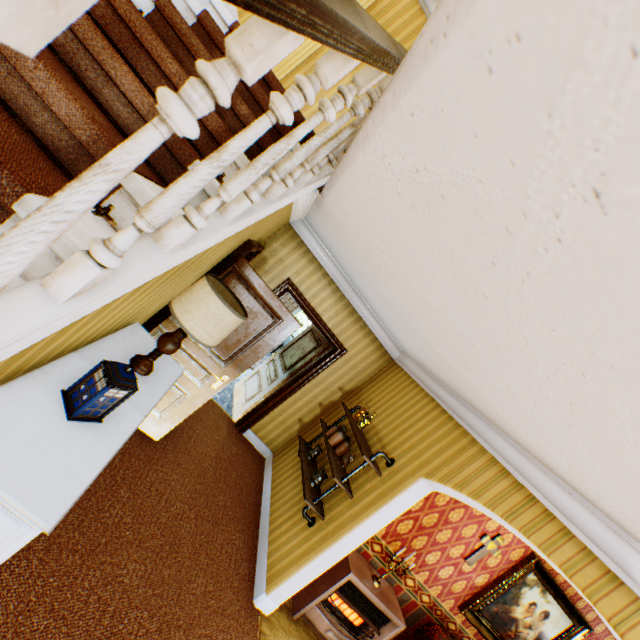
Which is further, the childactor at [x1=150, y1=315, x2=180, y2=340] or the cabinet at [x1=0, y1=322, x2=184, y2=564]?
the childactor at [x1=150, y1=315, x2=180, y2=340]

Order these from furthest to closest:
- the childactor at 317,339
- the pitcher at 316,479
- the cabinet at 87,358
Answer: the childactor at 317,339, the pitcher at 316,479, the cabinet at 87,358

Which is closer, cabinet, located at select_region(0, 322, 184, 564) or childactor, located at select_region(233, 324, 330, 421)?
cabinet, located at select_region(0, 322, 184, 564)

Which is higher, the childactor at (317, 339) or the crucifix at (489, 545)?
the crucifix at (489, 545)

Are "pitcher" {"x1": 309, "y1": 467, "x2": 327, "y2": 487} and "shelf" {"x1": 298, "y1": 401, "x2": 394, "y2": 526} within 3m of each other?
yes

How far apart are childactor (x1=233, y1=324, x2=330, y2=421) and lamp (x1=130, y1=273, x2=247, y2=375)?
3.5m

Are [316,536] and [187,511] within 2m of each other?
yes

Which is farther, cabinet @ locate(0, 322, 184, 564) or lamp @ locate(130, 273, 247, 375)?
lamp @ locate(130, 273, 247, 375)
